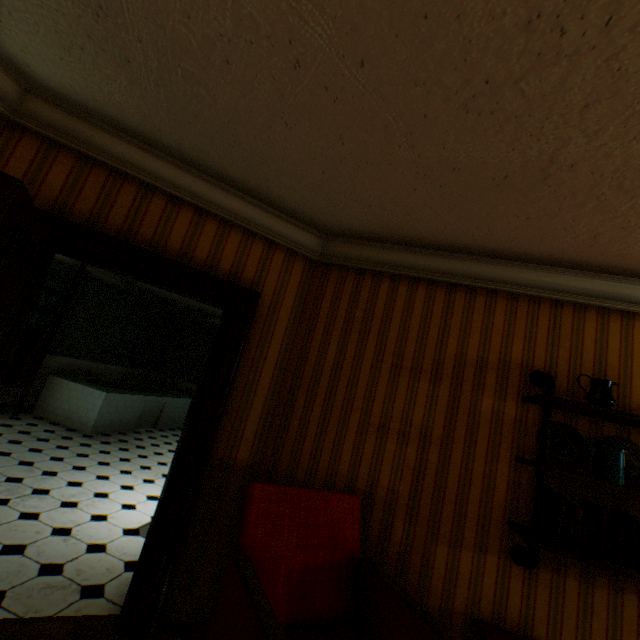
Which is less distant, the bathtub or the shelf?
the shelf

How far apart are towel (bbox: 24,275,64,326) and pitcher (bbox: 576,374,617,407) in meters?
7.8 m

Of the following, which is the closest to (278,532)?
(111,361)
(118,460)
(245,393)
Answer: (245,393)

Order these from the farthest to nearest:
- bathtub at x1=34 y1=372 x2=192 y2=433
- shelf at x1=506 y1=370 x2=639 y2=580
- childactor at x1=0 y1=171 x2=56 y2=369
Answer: bathtub at x1=34 y1=372 x2=192 y2=433 → shelf at x1=506 y1=370 x2=639 y2=580 → childactor at x1=0 y1=171 x2=56 y2=369

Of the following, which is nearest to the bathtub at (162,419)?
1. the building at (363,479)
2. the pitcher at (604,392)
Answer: the building at (363,479)

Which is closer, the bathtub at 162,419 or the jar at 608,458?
the jar at 608,458

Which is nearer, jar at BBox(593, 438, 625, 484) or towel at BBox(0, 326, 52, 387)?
jar at BBox(593, 438, 625, 484)

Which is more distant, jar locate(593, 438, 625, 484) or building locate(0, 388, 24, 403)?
building locate(0, 388, 24, 403)
